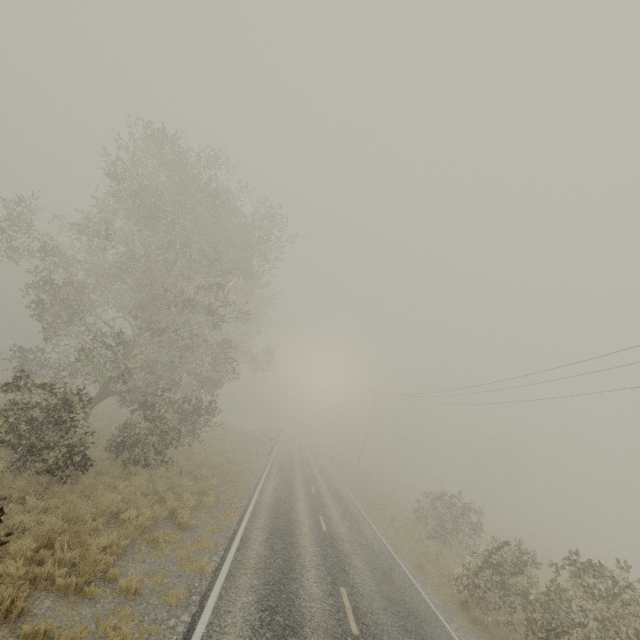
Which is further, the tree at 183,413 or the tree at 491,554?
the tree at 183,413

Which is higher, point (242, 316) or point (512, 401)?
point (512, 401)

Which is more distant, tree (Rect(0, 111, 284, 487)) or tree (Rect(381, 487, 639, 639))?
tree (Rect(0, 111, 284, 487))
